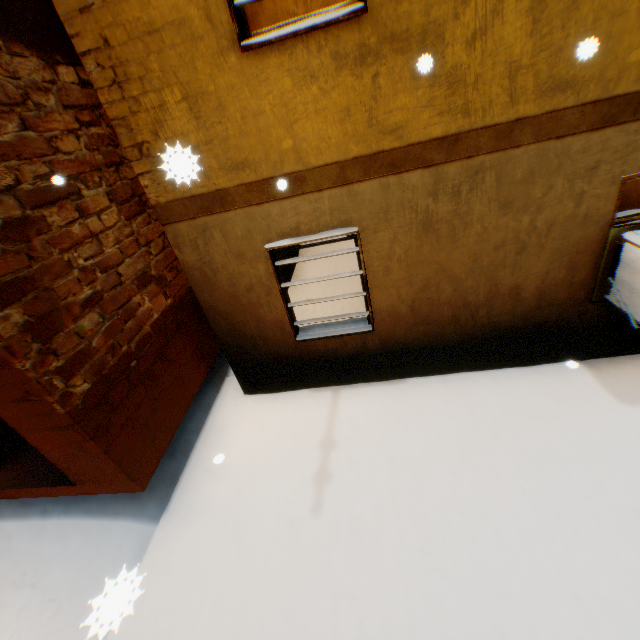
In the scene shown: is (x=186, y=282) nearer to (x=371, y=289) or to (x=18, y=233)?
(x=18, y=233)
